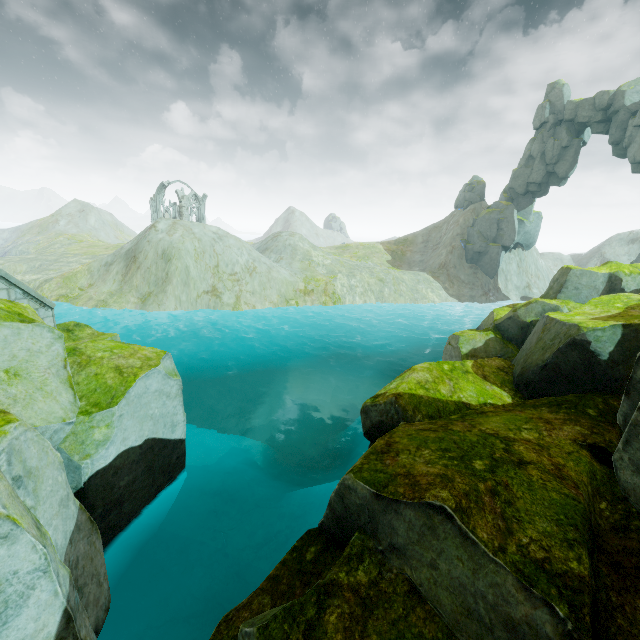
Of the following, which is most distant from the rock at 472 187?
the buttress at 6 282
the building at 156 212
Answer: the building at 156 212

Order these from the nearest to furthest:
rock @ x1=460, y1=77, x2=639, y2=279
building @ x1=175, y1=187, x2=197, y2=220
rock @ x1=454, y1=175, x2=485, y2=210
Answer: rock @ x1=460, y1=77, x2=639, y2=279
rock @ x1=454, y1=175, x2=485, y2=210
building @ x1=175, y1=187, x2=197, y2=220

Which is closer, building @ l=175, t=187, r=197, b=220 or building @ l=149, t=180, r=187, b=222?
building @ l=175, t=187, r=197, b=220

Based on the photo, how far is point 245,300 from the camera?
34.97m

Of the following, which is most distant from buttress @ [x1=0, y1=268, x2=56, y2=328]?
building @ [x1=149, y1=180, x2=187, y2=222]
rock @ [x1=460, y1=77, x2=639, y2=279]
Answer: building @ [x1=149, y1=180, x2=187, y2=222]

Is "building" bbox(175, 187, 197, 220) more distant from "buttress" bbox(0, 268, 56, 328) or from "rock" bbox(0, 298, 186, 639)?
"buttress" bbox(0, 268, 56, 328)

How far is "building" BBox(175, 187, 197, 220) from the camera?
56.7 meters

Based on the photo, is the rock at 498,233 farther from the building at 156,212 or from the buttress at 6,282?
the building at 156,212
